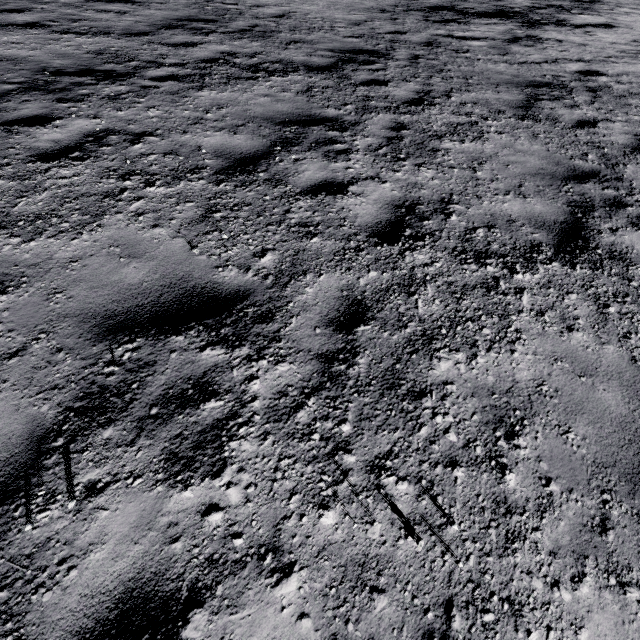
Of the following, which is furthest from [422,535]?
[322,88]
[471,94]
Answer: [471,94]
